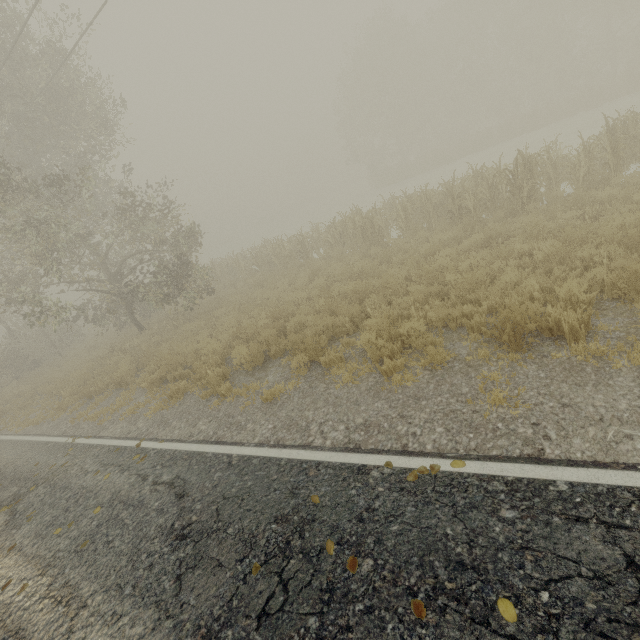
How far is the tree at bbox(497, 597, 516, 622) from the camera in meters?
2.3

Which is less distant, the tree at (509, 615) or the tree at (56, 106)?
the tree at (509, 615)

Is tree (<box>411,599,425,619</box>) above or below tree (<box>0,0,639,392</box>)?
below

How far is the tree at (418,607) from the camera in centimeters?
251cm

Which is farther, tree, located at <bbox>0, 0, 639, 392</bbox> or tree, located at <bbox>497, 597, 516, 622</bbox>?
tree, located at <bbox>0, 0, 639, 392</bbox>

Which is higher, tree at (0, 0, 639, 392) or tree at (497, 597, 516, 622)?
tree at (0, 0, 639, 392)

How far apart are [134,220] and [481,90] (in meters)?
35.20
